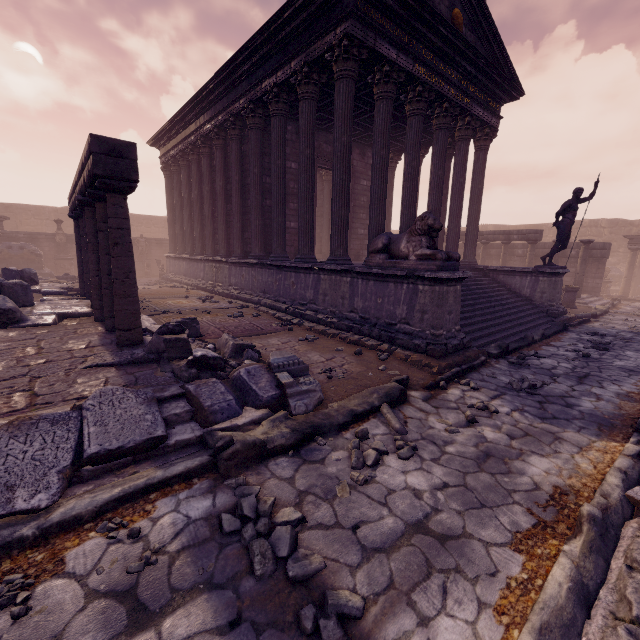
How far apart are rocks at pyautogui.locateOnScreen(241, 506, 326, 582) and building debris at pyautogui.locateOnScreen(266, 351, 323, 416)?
1.4m

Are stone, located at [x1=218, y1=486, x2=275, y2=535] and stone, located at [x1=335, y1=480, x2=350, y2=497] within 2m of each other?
yes

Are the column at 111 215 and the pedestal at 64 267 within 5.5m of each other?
no

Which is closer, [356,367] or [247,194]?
[356,367]

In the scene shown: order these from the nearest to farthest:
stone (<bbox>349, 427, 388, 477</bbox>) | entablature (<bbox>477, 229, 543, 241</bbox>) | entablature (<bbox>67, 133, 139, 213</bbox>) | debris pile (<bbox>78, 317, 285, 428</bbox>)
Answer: stone (<bbox>349, 427, 388, 477</bbox>), debris pile (<bbox>78, 317, 285, 428</bbox>), entablature (<bbox>67, 133, 139, 213</bbox>), entablature (<bbox>477, 229, 543, 241</bbox>)

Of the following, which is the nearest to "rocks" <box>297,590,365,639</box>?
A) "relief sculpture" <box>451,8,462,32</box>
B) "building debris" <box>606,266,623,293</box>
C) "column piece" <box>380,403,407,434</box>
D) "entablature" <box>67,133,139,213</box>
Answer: "column piece" <box>380,403,407,434</box>

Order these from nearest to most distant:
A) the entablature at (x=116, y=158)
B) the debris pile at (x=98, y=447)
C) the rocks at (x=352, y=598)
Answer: the rocks at (x=352, y=598) → the debris pile at (x=98, y=447) → the entablature at (x=116, y=158)

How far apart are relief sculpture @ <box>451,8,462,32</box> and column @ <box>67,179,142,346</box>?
9.7m
